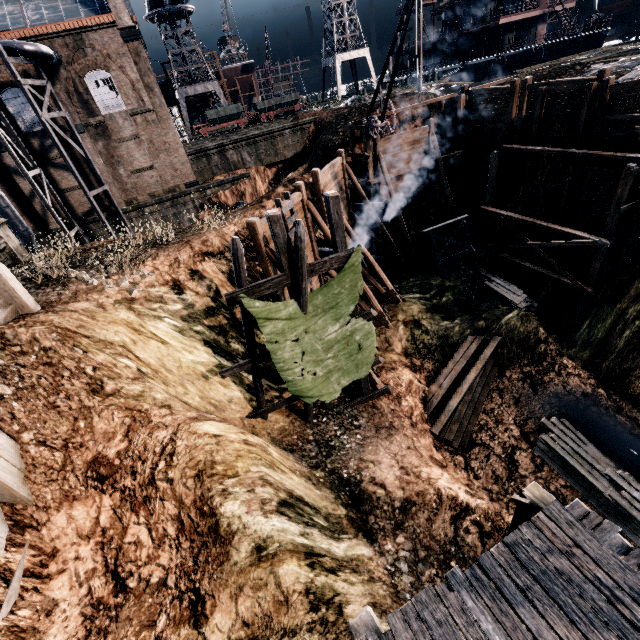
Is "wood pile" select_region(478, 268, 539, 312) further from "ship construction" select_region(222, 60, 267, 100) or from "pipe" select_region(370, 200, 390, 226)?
"ship construction" select_region(222, 60, 267, 100)

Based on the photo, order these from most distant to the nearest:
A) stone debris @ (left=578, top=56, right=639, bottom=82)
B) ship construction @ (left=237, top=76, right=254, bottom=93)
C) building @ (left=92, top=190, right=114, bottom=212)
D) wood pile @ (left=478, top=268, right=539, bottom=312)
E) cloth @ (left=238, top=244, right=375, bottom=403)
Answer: ship construction @ (left=237, top=76, right=254, bottom=93), building @ (left=92, top=190, right=114, bottom=212), wood pile @ (left=478, top=268, right=539, bottom=312), stone debris @ (left=578, top=56, right=639, bottom=82), cloth @ (left=238, top=244, right=375, bottom=403)

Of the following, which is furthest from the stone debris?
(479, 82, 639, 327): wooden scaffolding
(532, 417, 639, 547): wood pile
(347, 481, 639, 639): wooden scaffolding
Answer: (347, 481, 639, 639): wooden scaffolding

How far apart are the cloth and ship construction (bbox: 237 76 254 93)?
60.5m

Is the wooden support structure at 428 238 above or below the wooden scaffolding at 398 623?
below

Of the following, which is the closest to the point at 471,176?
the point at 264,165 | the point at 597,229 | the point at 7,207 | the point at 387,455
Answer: the point at 597,229

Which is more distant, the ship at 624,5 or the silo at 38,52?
the ship at 624,5

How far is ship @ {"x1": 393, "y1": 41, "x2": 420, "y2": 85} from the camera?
52.20m
